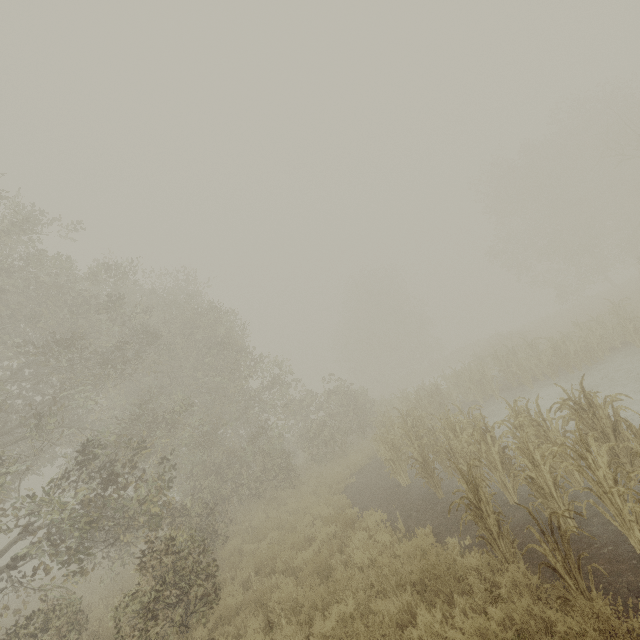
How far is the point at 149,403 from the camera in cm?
1378
